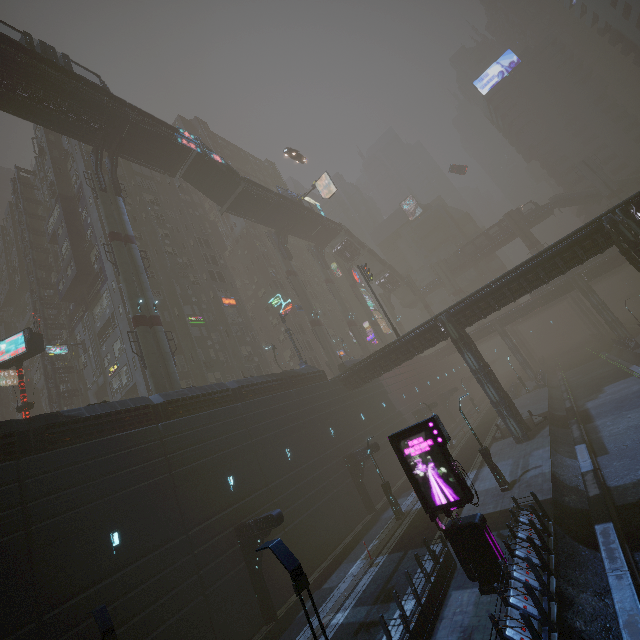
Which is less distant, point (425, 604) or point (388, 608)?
point (425, 604)

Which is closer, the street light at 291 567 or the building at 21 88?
the street light at 291 567

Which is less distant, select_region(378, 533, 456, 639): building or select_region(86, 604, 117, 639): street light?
select_region(86, 604, 117, 639): street light

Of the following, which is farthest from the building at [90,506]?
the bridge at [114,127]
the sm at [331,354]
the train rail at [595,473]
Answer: the sm at [331,354]

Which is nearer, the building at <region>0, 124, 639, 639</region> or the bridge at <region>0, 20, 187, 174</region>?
the building at <region>0, 124, 639, 639</region>

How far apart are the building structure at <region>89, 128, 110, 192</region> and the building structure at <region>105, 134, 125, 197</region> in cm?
A: 57

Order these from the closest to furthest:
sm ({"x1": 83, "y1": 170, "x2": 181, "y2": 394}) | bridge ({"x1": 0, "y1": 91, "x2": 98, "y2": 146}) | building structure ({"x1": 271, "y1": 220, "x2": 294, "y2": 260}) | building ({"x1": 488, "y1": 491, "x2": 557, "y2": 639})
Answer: building ({"x1": 488, "y1": 491, "x2": 557, "y2": 639}), sm ({"x1": 83, "y1": 170, "x2": 181, "y2": 394}), bridge ({"x1": 0, "y1": 91, "x2": 98, "y2": 146}), building structure ({"x1": 271, "y1": 220, "x2": 294, "y2": 260})

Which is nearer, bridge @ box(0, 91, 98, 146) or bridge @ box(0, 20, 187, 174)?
bridge @ box(0, 20, 187, 174)
